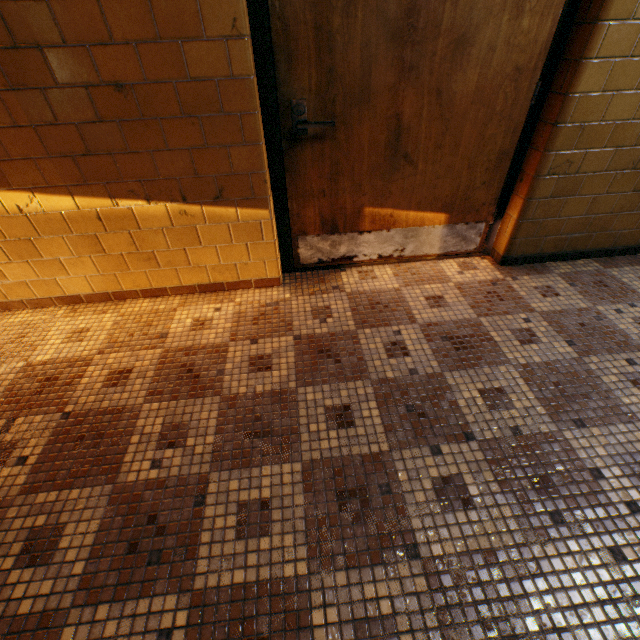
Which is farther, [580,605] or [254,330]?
[254,330]
